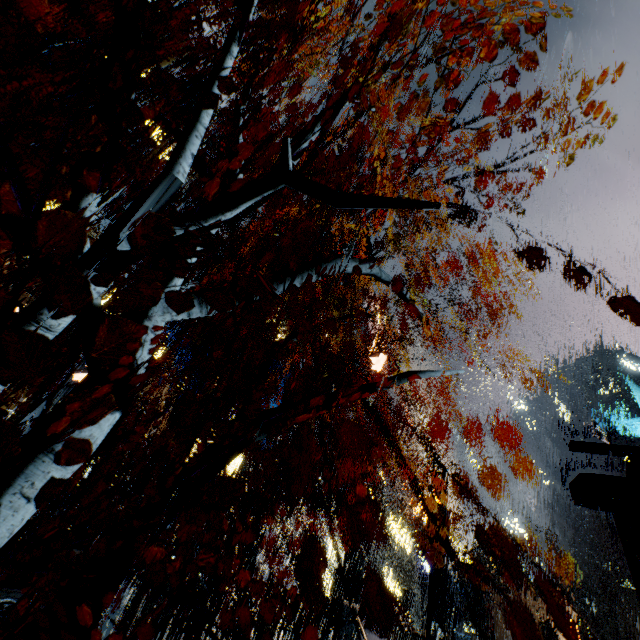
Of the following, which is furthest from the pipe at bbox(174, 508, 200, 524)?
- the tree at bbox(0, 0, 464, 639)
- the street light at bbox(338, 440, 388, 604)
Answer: the tree at bbox(0, 0, 464, 639)

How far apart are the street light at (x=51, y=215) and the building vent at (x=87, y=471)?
15.08m

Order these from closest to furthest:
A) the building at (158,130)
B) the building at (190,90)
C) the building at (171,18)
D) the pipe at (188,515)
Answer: the building at (158,130)
the pipe at (188,515)
the building at (171,18)
the building at (190,90)

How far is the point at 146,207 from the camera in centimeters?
226cm

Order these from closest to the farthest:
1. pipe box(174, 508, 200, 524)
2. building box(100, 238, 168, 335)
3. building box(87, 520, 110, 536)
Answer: building box(87, 520, 110, 536), building box(100, 238, 168, 335), pipe box(174, 508, 200, 524)

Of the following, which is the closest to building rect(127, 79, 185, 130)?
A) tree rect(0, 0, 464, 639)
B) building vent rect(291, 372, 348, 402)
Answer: building vent rect(291, 372, 348, 402)

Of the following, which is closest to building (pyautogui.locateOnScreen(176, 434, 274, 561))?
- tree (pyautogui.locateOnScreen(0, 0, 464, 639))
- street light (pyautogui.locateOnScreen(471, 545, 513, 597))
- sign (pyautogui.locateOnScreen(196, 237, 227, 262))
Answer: street light (pyautogui.locateOnScreen(471, 545, 513, 597))

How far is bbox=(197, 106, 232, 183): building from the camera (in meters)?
26.75
